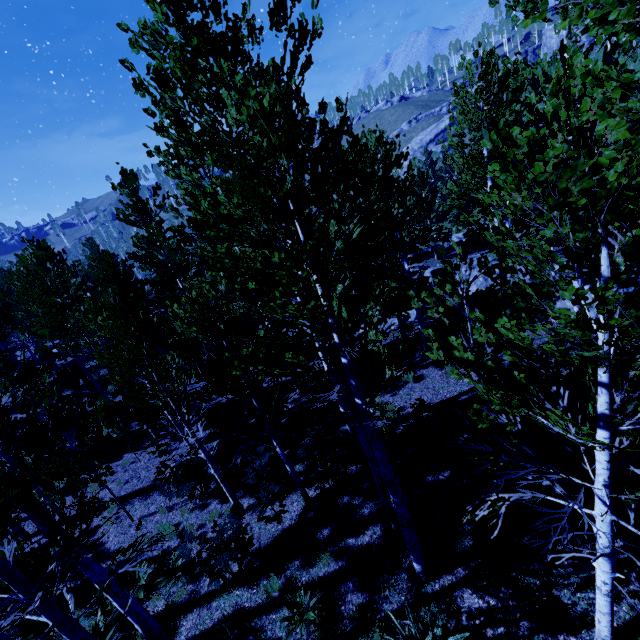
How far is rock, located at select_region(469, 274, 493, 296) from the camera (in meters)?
20.40

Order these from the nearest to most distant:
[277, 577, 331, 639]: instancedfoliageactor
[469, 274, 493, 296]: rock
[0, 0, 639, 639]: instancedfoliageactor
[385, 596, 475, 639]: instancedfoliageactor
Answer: [0, 0, 639, 639]: instancedfoliageactor, [385, 596, 475, 639]: instancedfoliageactor, [277, 577, 331, 639]: instancedfoliageactor, [469, 274, 493, 296]: rock

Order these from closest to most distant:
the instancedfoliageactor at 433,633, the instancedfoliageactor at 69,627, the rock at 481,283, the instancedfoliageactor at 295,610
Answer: the instancedfoliageactor at 69,627
the instancedfoliageactor at 433,633
the instancedfoliageactor at 295,610
the rock at 481,283

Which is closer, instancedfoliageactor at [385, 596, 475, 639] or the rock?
instancedfoliageactor at [385, 596, 475, 639]

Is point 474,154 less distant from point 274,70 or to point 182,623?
point 274,70

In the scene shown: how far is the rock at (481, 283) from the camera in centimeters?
2040cm

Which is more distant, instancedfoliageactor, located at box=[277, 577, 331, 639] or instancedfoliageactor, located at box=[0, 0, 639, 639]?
instancedfoliageactor, located at box=[277, 577, 331, 639]
